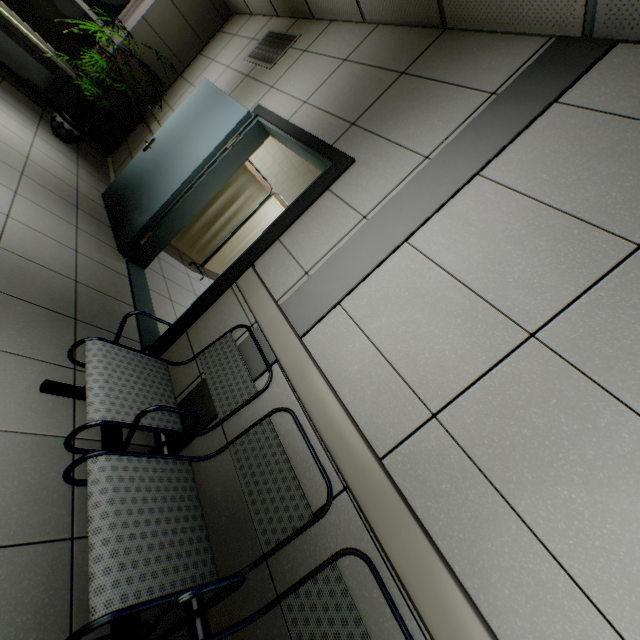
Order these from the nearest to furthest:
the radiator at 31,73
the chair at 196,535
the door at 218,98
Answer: the chair at 196,535, the door at 218,98, the radiator at 31,73

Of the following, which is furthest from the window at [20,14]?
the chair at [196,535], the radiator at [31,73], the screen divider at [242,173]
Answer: the chair at [196,535]

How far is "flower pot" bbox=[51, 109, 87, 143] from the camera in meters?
4.5 m

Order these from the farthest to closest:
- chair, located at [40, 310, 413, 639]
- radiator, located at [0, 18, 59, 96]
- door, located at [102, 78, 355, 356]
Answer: radiator, located at [0, 18, 59, 96] < door, located at [102, 78, 355, 356] < chair, located at [40, 310, 413, 639]

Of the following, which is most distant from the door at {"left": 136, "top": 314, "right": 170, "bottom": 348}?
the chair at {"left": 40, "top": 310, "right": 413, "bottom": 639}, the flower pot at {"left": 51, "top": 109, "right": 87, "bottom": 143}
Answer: the flower pot at {"left": 51, "top": 109, "right": 87, "bottom": 143}

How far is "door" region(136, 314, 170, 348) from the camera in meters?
2.6

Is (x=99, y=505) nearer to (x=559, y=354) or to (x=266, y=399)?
(x=266, y=399)

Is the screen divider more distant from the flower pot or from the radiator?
the radiator
